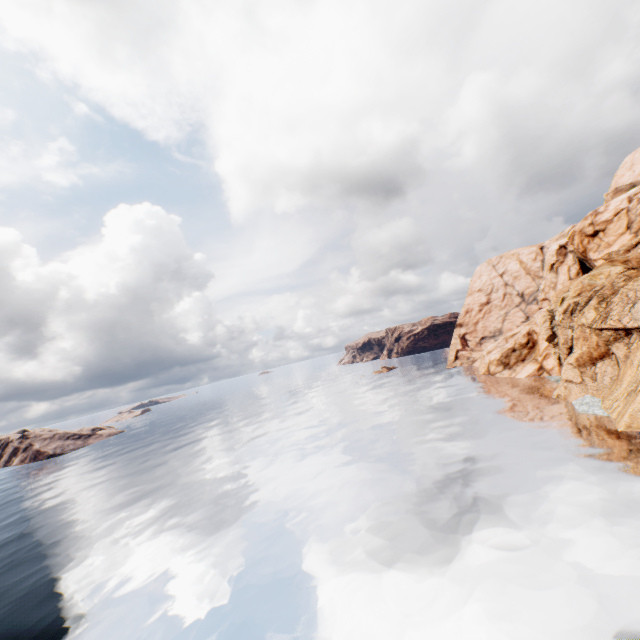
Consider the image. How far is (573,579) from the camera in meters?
15.5
